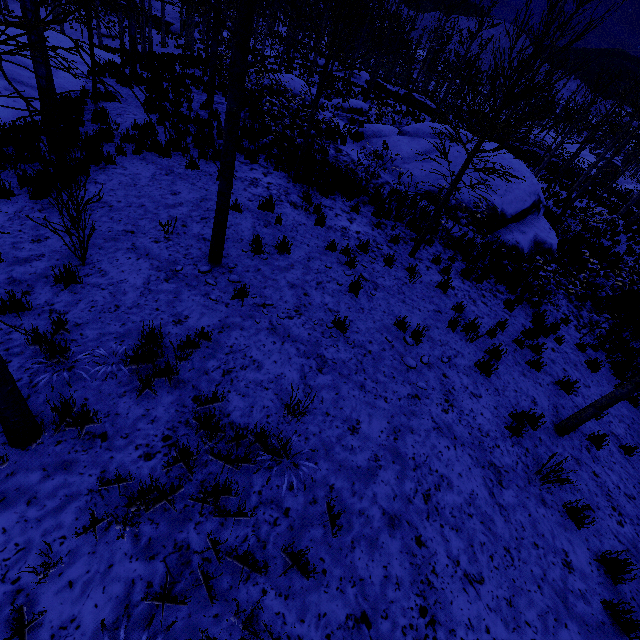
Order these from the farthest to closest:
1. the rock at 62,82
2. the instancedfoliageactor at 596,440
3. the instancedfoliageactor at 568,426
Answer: the rock at 62,82
the instancedfoliageactor at 596,440
the instancedfoliageactor at 568,426

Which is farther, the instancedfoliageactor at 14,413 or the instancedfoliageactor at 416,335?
the instancedfoliageactor at 416,335

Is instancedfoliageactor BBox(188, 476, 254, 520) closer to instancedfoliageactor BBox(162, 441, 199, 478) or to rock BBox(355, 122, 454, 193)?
rock BBox(355, 122, 454, 193)

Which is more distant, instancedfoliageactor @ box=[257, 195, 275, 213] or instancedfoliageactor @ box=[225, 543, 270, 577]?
instancedfoliageactor @ box=[257, 195, 275, 213]

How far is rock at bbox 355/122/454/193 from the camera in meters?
13.4

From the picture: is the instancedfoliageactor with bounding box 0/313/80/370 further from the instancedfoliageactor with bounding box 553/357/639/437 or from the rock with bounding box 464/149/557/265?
the rock with bounding box 464/149/557/265

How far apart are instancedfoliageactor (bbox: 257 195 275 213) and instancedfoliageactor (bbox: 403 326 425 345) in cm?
457

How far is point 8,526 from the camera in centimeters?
256cm
